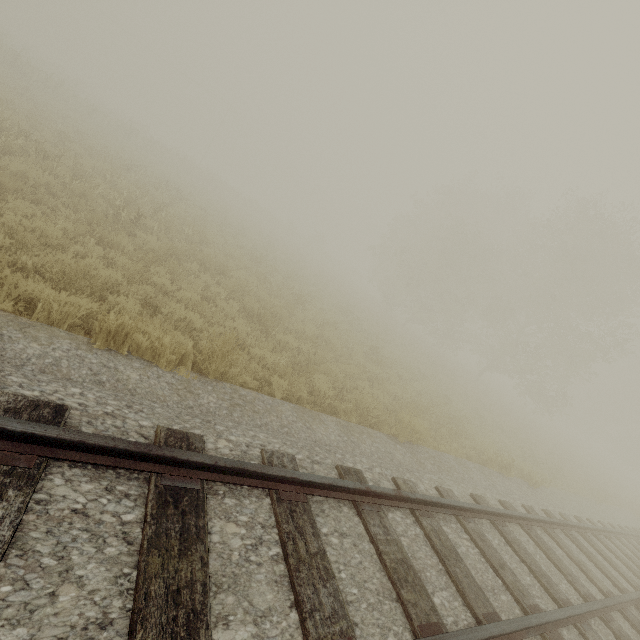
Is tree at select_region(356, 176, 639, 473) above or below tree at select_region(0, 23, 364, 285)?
above

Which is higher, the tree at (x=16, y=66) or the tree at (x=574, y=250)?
the tree at (x=574, y=250)

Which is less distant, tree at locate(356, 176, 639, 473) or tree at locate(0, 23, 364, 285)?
tree at locate(0, 23, 364, 285)

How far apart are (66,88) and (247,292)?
25.99m

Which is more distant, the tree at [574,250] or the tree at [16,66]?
the tree at [574,250]
